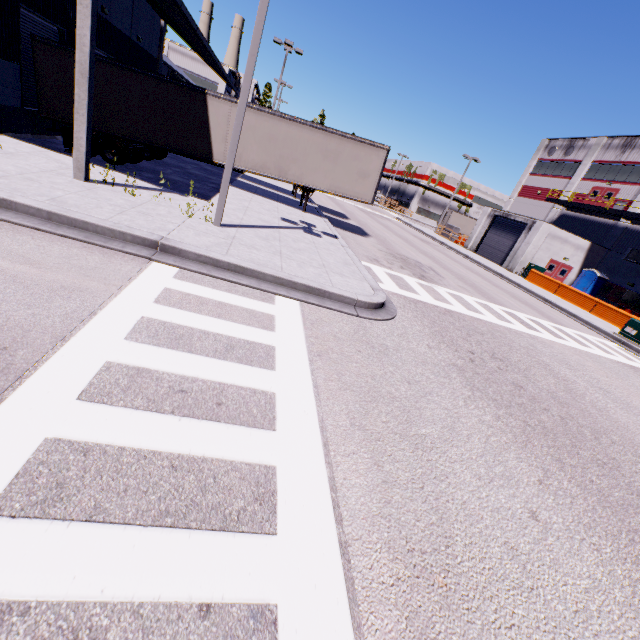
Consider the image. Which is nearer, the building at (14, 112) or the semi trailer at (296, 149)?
the building at (14, 112)

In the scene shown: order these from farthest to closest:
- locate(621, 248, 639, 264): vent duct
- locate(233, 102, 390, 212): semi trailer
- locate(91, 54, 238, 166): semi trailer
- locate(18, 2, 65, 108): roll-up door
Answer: locate(621, 248, 639, 264): vent duct
locate(233, 102, 390, 212): semi trailer
locate(91, 54, 238, 166): semi trailer
locate(18, 2, 65, 108): roll-up door

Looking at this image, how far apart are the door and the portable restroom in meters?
0.8 m

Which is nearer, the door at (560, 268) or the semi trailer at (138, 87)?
the semi trailer at (138, 87)

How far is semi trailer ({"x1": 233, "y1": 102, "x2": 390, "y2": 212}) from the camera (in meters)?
14.83

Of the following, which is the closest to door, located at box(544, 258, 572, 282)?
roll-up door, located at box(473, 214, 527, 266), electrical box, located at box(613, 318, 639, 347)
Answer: roll-up door, located at box(473, 214, 527, 266)

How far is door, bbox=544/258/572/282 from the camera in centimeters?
3008cm

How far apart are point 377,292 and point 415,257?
11.4 meters
